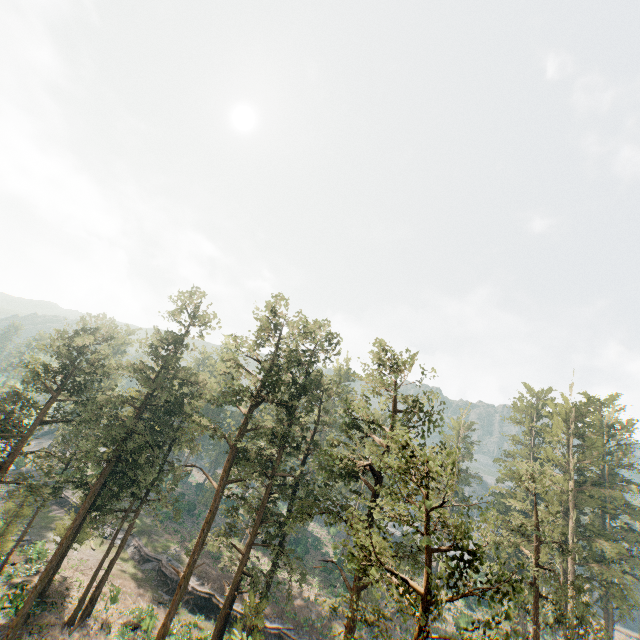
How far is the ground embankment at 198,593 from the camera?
35.97m

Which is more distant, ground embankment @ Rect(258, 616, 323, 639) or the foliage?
ground embankment @ Rect(258, 616, 323, 639)

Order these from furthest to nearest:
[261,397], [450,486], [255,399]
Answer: [261,397]
[255,399]
[450,486]

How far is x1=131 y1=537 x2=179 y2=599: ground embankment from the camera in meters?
37.8

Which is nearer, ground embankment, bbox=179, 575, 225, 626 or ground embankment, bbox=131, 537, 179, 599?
ground embankment, bbox=179, 575, 225, 626

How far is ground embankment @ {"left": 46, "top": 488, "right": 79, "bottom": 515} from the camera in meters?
47.9 m

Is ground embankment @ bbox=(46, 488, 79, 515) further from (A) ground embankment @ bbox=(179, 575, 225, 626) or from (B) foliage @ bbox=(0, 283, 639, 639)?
(B) foliage @ bbox=(0, 283, 639, 639)

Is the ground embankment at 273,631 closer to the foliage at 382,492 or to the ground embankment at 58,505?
the foliage at 382,492
